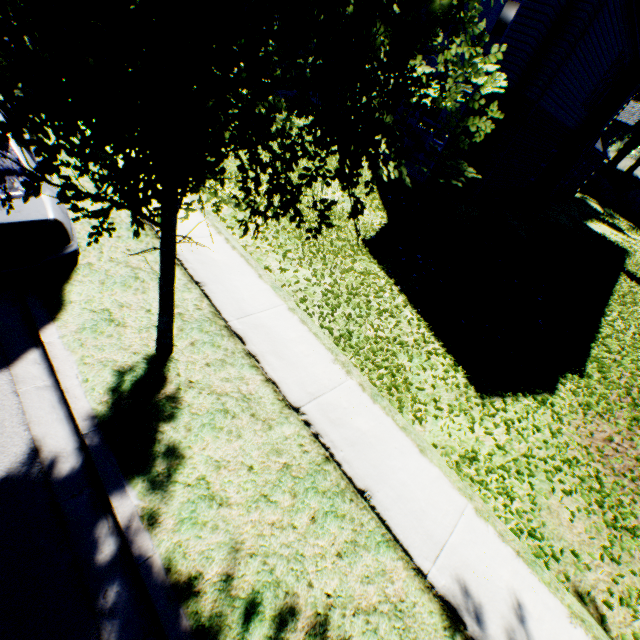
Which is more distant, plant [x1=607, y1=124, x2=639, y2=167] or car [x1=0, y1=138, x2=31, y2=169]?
plant [x1=607, y1=124, x2=639, y2=167]

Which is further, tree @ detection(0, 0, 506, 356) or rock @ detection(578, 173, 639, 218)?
rock @ detection(578, 173, 639, 218)

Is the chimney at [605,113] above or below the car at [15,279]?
above

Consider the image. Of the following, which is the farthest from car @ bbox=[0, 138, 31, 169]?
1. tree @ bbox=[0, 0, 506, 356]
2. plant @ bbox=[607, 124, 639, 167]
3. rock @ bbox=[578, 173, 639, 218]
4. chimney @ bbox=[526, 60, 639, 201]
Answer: rock @ bbox=[578, 173, 639, 218]

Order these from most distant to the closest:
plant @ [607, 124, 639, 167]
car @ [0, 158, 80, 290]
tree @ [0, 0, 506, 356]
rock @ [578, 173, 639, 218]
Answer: plant @ [607, 124, 639, 167]
rock @ [578, 173, 639, 218]
car @ [0, 158, 80, 290]
tree @ [0, 0, 506, 356]

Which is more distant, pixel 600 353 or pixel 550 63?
pixel 550 63

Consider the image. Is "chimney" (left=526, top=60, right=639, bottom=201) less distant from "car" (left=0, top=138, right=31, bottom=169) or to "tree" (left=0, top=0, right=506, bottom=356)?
"tree" (left=0, top=0, right=506, bottom=356)

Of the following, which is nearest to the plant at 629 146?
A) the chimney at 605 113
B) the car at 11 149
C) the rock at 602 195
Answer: the rock at 602 195
